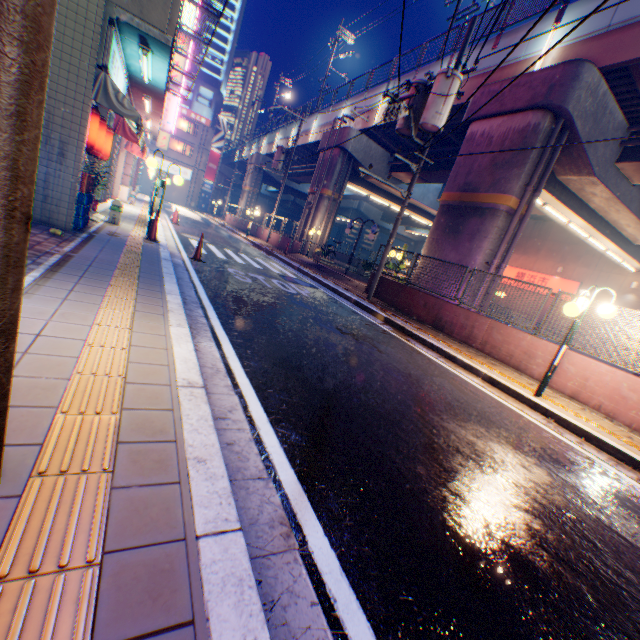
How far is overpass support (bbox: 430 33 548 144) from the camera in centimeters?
1189cm

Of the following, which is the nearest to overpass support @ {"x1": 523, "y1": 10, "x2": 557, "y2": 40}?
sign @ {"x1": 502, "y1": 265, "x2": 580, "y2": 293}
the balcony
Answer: sign @ {"x1": 502, "y1": 265, "x2": 580, "y2": 293}

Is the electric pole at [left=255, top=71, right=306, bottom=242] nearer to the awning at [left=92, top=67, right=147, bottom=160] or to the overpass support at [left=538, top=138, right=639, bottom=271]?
the overpass support at [left=538, top=138, right=639, bottom=271]

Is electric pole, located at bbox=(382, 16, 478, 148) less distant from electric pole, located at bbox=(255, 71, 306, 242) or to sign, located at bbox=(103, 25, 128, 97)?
sign, located at bbox=(103, 25, 128, 97)

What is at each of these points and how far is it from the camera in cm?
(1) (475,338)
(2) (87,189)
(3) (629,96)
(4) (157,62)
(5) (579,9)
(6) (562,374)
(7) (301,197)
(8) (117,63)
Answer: (1) concrete block, 951
(2) plastic crate, 706
(3) overpass support, 1091
(4) balcony, 761
(5) overpass support, 1083
(6) concrete block, 751
(7) overpass support, 4525
(8) sign, 728

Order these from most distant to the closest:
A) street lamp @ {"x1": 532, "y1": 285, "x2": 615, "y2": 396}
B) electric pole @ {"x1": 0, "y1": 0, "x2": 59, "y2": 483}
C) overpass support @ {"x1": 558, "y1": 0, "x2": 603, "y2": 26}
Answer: overpass support @ {"x1": 558, "y1": 0, "x2": 603, "y2": 26}
street lamp @ {"x1": 532, "y1": 285, "x2": 615, "y2": 396}
electric pole @ {"x1": 0, "y1": 0, "x2": 59, "y2": 483}

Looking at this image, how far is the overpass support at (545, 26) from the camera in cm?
1156

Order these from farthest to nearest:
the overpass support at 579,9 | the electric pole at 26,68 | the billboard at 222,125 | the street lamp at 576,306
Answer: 1. the billboard at 222,125
2. the overpass support at 579,9
3. the street lamp at 576,306
4. the electric pole at 26,68
